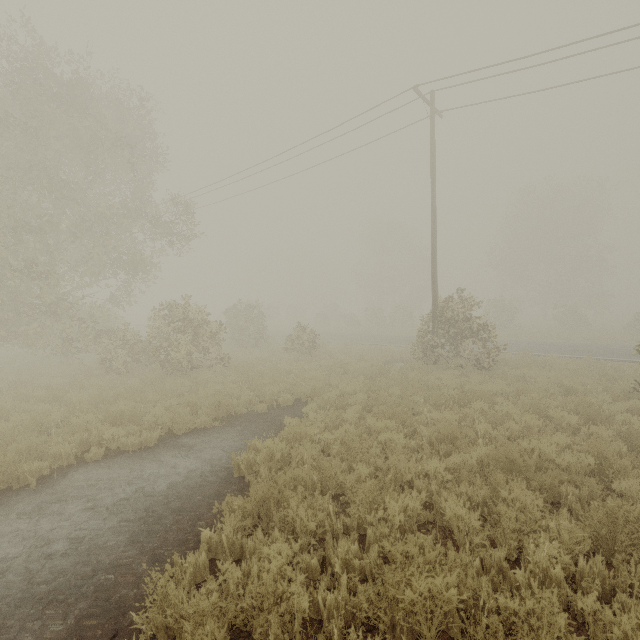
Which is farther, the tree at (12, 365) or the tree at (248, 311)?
the tree at (12, 365)

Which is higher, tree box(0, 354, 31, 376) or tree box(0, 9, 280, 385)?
tree box(0, 9, 280, 385)

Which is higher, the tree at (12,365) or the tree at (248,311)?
the tree at (248,311)

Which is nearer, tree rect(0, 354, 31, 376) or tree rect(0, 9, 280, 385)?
tree rect(0, 9, 280, 385)

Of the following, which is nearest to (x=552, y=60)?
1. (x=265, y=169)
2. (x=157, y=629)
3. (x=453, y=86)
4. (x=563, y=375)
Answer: (x=453, y=86)
